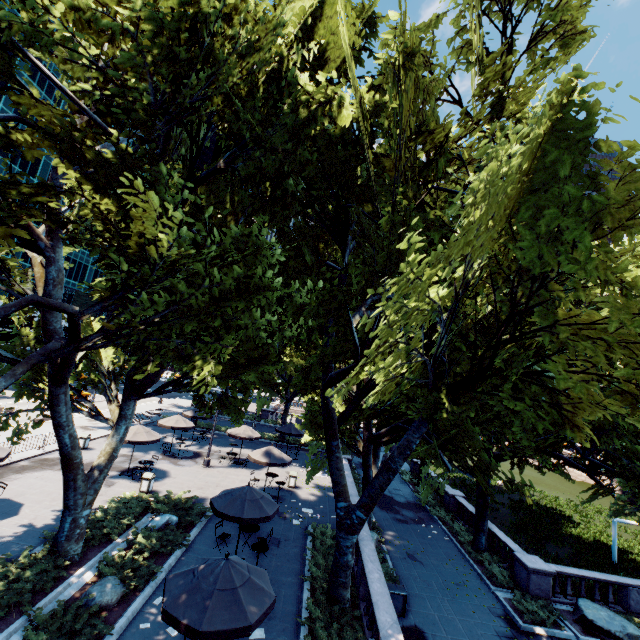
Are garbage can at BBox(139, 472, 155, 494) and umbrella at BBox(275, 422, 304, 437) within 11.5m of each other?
no

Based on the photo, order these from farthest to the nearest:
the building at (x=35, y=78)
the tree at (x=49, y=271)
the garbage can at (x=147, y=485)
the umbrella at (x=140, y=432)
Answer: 1. the building at (x=35, y=78)
2. the umbrella at (x=140, y=432)
3. the garbage can at (x=147, y=485)
4. the tree at (x=49, y=271)

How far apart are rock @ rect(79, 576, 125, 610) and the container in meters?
9.8 m

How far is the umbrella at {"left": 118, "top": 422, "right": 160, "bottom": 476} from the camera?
19.28m

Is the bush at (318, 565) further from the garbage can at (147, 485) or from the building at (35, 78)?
the building at (35, 78)

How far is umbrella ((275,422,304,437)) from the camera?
29.37m

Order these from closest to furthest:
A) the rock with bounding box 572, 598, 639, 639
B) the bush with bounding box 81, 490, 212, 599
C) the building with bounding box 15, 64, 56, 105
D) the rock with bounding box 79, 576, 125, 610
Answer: the rock with bounding box 79, 576, 125, 610 → the bush with bounding box 81, 490, 212, 599 → the rock with bounding box 572, 598, 639, 639 → the building with bounding box 15, 64, 56, 105

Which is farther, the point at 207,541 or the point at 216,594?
the point at 207,541
